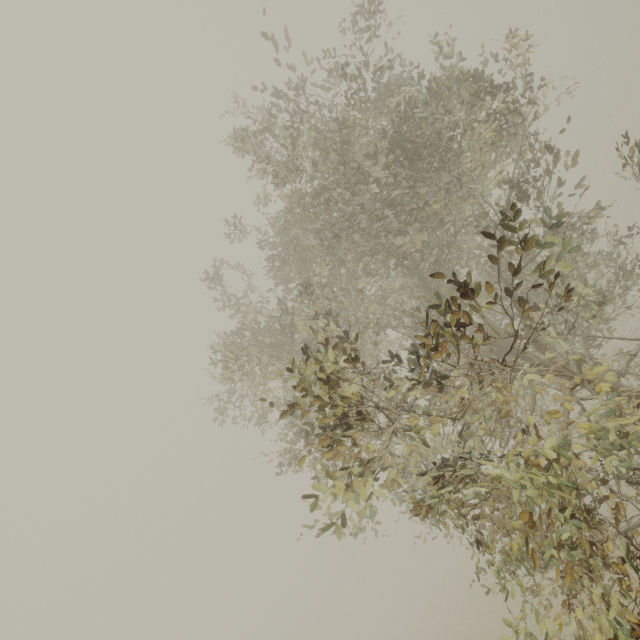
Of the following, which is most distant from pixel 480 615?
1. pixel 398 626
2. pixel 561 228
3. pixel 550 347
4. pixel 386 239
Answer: pixel 398 626
